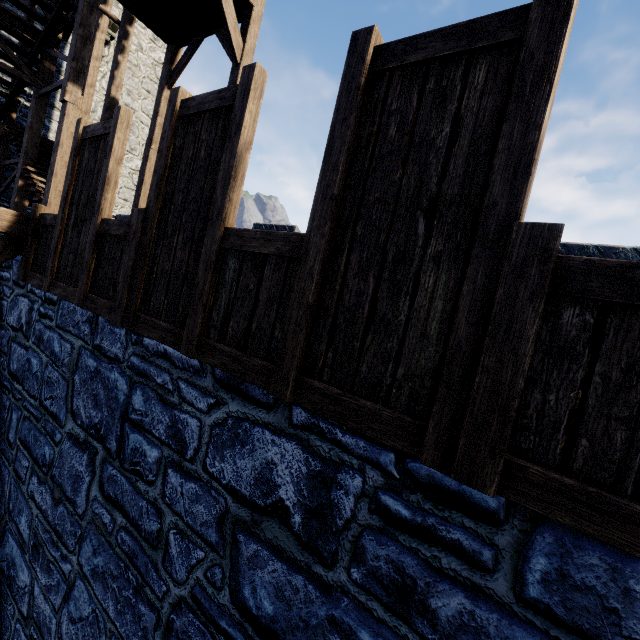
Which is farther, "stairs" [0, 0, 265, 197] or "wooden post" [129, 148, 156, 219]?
"wooden post" [129, 148, 156, 219]

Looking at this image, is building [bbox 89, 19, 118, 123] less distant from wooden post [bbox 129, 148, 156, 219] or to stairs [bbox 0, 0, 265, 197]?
stairs [bbox 0, 0, 265, 197]

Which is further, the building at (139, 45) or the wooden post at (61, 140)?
the building at (139, 45)

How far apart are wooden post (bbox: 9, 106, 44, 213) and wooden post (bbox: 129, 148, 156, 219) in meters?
2.6 m

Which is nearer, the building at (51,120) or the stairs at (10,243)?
the stairs at (10,243)

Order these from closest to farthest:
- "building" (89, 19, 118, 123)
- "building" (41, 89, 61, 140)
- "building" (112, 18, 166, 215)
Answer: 1. "building" (41, 89, 61, 140)
2. "building" (89, 19, 118, 123)
3. "building" (112, 18, 166, 215)

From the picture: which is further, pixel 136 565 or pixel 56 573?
pixel 56 573

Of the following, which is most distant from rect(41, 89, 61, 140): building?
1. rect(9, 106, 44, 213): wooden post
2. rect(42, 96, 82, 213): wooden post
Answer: rect(42, 96, 82, 213): wooden post
